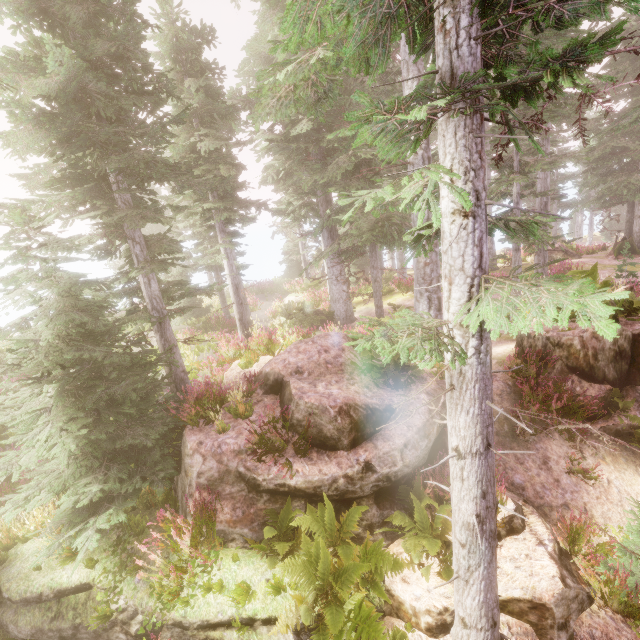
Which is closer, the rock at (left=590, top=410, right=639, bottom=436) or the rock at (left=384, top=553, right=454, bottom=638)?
the rock at (left=384, top=553, right=454, bottom=638)

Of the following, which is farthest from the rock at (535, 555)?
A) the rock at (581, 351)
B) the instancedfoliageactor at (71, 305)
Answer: the rock at (581, 351)

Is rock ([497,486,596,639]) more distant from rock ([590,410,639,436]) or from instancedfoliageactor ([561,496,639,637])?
rock ([590,410,639,436])

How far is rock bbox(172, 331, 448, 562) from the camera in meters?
6.1 m

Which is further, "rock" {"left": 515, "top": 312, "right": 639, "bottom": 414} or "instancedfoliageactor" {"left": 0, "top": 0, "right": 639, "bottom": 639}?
"rock" {"left": 515, "top": 312, "right": 639, "bottom": 414}

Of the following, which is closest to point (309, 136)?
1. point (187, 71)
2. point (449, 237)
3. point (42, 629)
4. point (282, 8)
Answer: point (282, 8)

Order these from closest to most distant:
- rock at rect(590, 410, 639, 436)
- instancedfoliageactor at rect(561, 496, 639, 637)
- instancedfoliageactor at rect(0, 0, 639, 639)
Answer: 1. instancedfoliageactor at rect(0, 0, 639, 639)
2. instancedfoliageactor at rect(561, 496, 639, 637)
3. rock at rect(590, 410, 639, 436)

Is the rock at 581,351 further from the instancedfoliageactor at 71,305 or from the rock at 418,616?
the rock at 418,616
